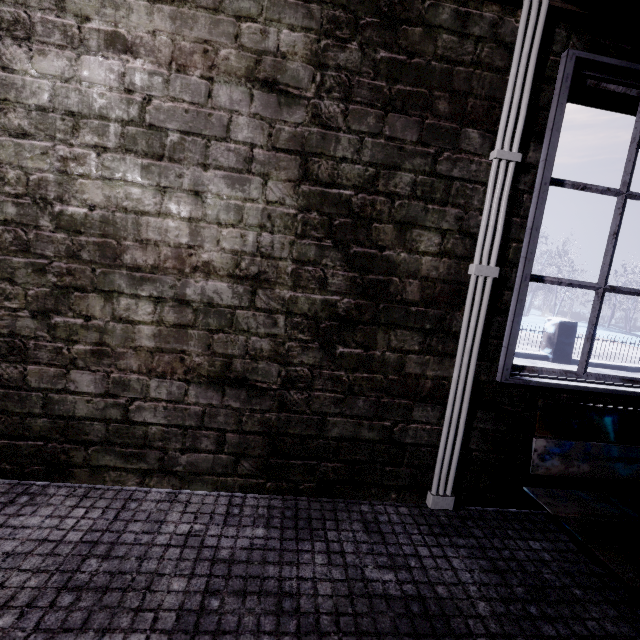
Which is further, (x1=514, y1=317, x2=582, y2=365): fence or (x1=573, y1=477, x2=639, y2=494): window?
(x1=514, y1=317, x2=582, y2=365): fence

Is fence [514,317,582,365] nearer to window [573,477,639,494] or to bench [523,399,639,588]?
window [573,477,639,494]

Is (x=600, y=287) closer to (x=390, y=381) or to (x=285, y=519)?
(x=390, y=381)

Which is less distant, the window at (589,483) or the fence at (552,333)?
the window at (589,483)

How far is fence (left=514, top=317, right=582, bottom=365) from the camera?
6.70m

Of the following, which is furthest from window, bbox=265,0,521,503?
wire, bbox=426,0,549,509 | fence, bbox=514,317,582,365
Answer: fence, bbox=514,317,582,365

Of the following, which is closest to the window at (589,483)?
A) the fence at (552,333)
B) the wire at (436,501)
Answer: the wire at (436,501)

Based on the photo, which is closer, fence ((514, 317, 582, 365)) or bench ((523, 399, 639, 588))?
bench ((523, 399, 639, 588))
